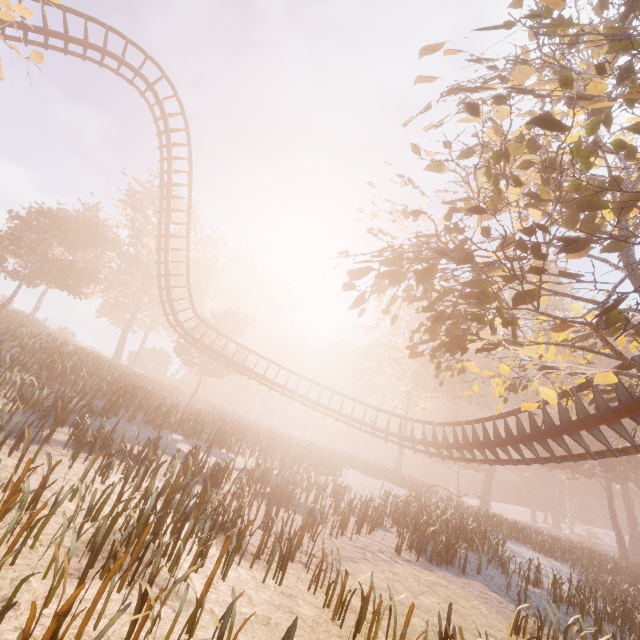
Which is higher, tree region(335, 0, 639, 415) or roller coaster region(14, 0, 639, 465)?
tree region(335, 0, 639, 415)

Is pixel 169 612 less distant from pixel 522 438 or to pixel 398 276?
pixel 398 276

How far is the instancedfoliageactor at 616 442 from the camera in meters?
35.1 m

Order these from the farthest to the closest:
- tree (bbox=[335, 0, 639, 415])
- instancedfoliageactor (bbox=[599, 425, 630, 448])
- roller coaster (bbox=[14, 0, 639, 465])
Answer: instancedfoliageactor (bbox=[599, 425, 630, 448]), roller coaster (bbox=[14, 0, 639, 465]), tree (bbox=[335, 0, 639, 415])

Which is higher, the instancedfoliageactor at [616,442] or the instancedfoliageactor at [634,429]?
the instancedfoliageactor at [634,429]

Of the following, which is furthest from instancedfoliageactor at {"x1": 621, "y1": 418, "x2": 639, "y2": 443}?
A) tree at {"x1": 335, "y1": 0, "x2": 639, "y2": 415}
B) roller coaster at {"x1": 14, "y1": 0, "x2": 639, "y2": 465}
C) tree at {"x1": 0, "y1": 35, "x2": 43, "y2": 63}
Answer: tree at {"x1": 0, "y1": 35, "x2": 43, "y2": 63}

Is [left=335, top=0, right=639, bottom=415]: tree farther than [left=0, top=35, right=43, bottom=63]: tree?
No

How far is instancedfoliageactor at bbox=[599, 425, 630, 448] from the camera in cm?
3512
